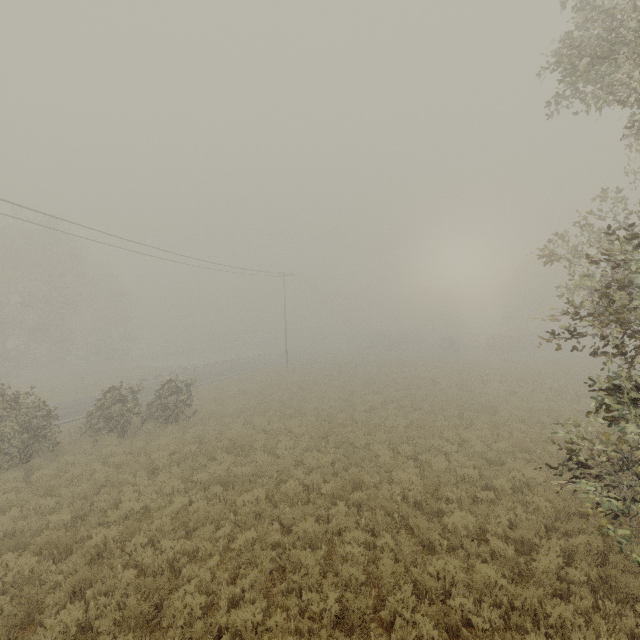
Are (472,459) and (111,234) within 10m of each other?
no
